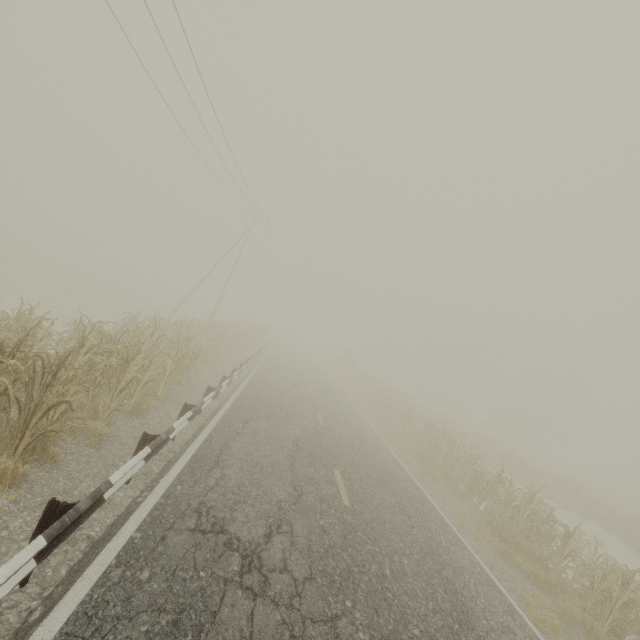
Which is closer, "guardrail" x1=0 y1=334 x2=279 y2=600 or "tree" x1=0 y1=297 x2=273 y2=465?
"guardrail" x1=0 y1=334 x2=279 y2=600

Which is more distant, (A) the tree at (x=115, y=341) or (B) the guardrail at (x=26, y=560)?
(A) the tree at (x=115, y=341)

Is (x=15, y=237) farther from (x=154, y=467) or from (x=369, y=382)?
(x=154, y=467)
